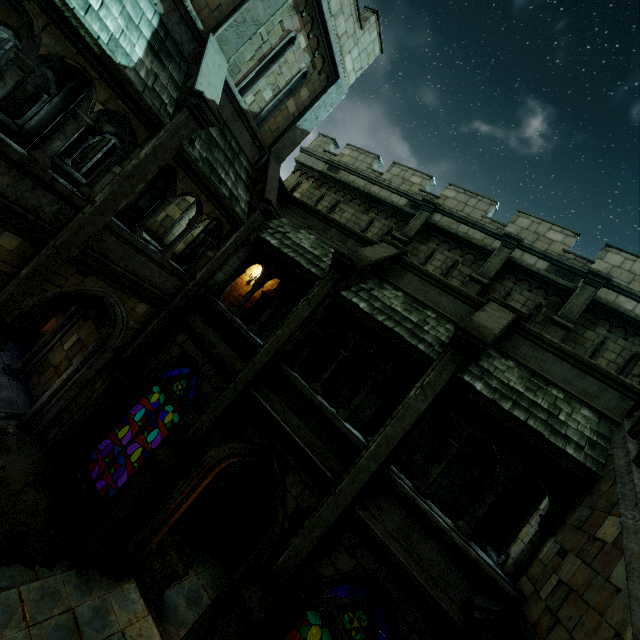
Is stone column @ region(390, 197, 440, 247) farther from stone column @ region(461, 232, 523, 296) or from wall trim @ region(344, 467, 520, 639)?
wall trim @ region(344, 467, 520, 639)

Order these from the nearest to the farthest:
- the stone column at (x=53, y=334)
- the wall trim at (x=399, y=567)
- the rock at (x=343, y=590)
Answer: the wall trim at (x=399, y=567) → the stone column at (x=53, y=334) → the rock at (x=343, y=590)

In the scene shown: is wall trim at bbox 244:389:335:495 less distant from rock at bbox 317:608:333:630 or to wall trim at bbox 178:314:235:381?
wall trim at bbox 178:314:235:381

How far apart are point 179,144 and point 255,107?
3.5 meters

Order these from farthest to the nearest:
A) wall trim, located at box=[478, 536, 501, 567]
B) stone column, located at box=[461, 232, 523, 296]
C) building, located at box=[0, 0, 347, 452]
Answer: stone column, located at box=[461, 232, 523, 296] → wall trim, located at box=[478, 536, 501, 567] → building, located at box=[0, 0, 347, 452]

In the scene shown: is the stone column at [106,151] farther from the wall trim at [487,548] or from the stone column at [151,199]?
the wall trim at [487,548]

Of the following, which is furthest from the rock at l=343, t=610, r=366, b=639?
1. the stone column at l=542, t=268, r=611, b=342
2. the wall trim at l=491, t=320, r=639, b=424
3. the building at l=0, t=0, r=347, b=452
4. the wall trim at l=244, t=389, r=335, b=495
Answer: the stone column at l=542, t=268, r=611, b=342

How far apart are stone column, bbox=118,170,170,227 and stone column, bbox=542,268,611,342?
14.16m
